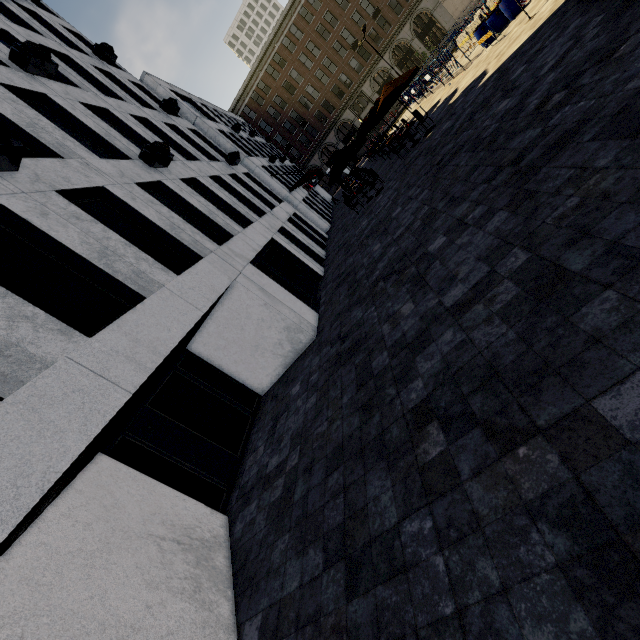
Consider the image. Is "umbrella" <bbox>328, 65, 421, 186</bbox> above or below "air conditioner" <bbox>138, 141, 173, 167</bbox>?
below

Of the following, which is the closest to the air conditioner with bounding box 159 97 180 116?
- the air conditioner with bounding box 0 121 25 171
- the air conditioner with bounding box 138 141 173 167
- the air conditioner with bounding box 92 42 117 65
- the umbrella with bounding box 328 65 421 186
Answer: the air conditioner with bounding box 92 42 117 65

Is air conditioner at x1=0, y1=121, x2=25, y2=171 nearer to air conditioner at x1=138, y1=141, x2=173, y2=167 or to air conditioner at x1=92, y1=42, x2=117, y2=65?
air conditioner at x1=138, y1=141, x2=173, y2=167

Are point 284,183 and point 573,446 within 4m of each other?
no

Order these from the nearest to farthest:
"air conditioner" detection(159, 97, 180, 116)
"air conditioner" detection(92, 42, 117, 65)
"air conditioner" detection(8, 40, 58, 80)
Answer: "air conditioner" detection(8, 40, 58, 80) → "air conditioner" detection(92, 42, 117, 65) → "air conditioner" detection(159, 97, 180, 116)

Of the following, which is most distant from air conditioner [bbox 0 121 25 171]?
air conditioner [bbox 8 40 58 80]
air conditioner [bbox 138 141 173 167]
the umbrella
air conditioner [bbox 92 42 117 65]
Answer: air conditioner [bbox 92 42 117 65]

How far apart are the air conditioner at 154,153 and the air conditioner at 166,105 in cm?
807

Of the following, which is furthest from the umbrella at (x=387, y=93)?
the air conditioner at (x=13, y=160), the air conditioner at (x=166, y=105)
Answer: the air conditioner at (x=13, y=160)
